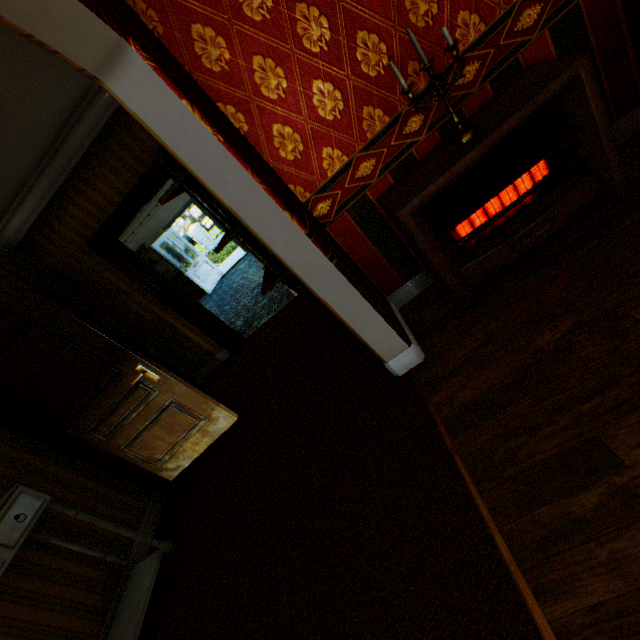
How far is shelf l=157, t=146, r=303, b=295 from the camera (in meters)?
1.93

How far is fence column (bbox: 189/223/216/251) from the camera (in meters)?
23.83

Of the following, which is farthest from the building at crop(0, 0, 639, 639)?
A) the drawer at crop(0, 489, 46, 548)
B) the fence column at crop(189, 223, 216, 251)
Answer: the fence column at crop(189, 223, 216, 251)

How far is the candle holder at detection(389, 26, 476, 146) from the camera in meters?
1.7 m

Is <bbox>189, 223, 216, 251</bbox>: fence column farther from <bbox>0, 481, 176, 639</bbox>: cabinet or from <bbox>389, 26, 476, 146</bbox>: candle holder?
<bbox>389, 26, 476, 146</bbox>: candle holder

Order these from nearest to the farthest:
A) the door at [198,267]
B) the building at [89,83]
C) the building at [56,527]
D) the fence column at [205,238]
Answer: the building at [89,83]
the building at [56,527]
the door at [198,267]
the fence column at [205,238]

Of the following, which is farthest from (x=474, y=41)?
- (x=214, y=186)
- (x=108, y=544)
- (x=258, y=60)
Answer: (x=108, y=544)

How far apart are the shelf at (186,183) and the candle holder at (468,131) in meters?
1.2 m
